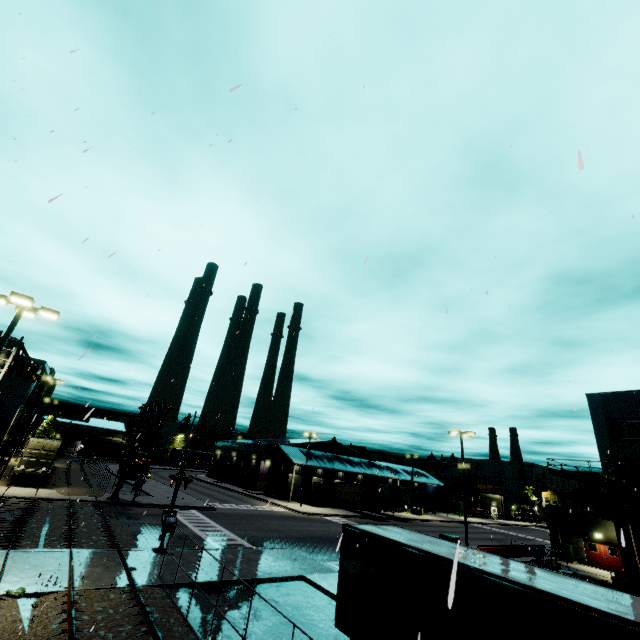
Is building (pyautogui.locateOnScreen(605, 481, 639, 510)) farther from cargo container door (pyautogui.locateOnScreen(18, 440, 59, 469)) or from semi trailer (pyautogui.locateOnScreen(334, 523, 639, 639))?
cargo container door (pyautogui.locateOnScreen(18, 440, 59, 469))

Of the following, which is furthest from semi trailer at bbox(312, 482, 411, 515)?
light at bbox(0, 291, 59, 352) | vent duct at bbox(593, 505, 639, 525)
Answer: light at bbox(0, 291, 59, 352)

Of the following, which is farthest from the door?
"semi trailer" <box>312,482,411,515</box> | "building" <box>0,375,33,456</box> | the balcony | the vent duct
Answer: "semi trailer" <box>312,482,411,515</box>

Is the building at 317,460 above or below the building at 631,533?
above

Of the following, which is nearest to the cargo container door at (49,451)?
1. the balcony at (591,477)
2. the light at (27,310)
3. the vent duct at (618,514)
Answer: the vent duct at (618,514)

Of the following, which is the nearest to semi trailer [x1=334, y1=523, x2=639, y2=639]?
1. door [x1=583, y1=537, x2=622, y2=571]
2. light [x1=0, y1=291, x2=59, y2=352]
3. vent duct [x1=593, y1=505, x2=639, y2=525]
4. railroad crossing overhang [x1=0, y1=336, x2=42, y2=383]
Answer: vent duct [x1=593, y1=505, x2=639, y2=525]

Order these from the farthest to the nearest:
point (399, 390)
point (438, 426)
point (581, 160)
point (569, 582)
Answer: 1. point (438, 426)
2. point (399, 390)
3. point (569, 582)
4. point (581, 160)

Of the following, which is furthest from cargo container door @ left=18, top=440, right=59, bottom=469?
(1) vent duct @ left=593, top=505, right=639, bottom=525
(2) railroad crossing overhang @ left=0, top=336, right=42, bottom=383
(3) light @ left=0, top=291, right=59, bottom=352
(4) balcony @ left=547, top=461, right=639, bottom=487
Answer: (4) balcony @ left=547, top=461, right=639, bottom=487
